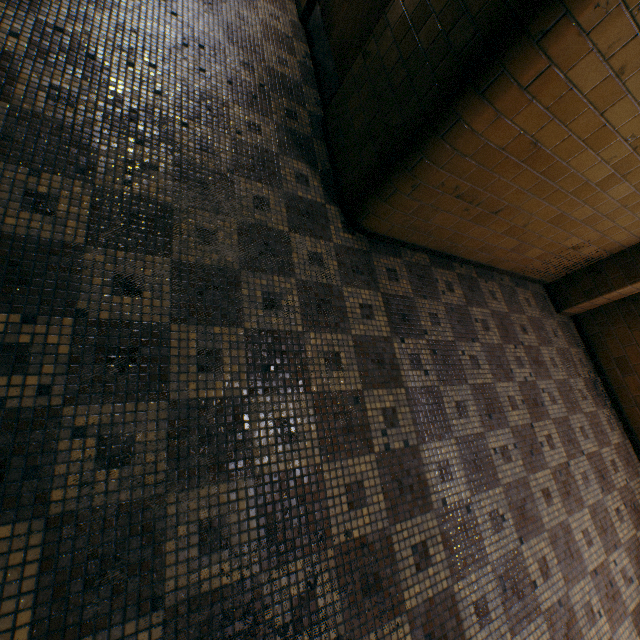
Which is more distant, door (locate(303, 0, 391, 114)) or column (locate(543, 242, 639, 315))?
column (locate(543, 242, 639, 315))

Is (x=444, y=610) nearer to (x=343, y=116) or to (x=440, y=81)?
(x=440, y=81)

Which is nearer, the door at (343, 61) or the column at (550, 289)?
the door at (343, 61)
